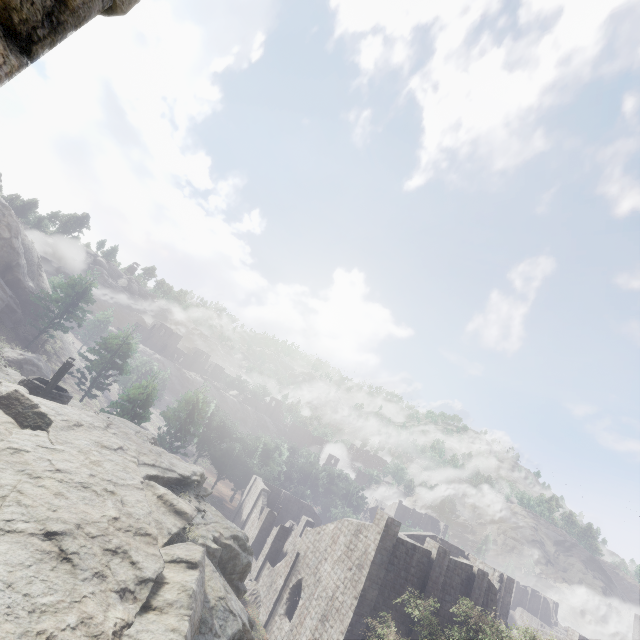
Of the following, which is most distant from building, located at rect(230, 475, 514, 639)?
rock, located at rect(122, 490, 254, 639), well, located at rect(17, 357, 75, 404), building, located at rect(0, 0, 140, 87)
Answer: well, located at rect(17, 357, 75, 404)

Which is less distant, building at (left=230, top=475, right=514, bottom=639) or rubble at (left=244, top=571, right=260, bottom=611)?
building at (left=230, top=475, right=514, bottom=639)

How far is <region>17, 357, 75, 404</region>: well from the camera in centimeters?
1311cm

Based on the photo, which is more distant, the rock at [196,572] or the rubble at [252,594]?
the rubble at [252,594]

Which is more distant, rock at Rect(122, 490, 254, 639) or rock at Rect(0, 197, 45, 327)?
rock at Rect(0, 197, 45, 327)

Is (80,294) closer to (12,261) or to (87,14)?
(12,261)

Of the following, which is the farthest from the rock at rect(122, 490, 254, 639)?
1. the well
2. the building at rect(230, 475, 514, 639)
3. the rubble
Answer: the rubble

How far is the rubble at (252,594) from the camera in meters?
28.9 m
